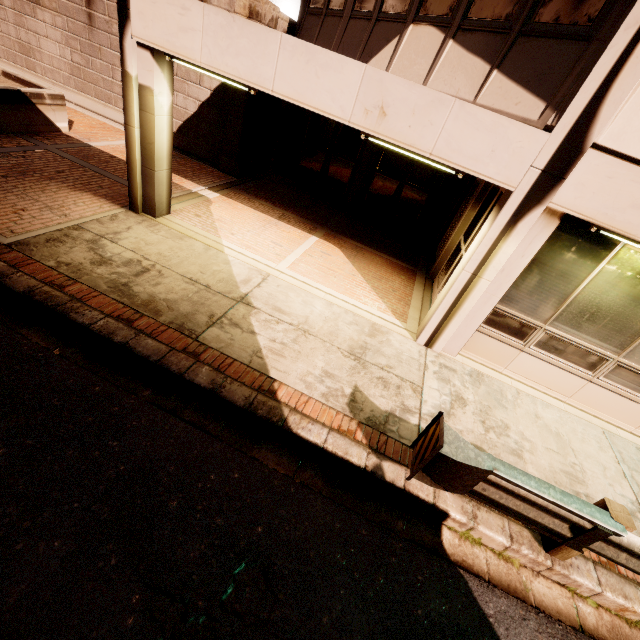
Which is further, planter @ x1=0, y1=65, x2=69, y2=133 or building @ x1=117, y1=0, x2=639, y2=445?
planter @ x1=0, y1=65, x2=69, y2=133

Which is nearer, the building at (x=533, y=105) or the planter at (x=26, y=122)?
the building at (x=533, y=105)

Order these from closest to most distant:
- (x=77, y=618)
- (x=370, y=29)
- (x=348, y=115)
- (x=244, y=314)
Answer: (x=77, y=618)
(x=348, y=115)
(x=244, y=314)
(x=370, y=29)
